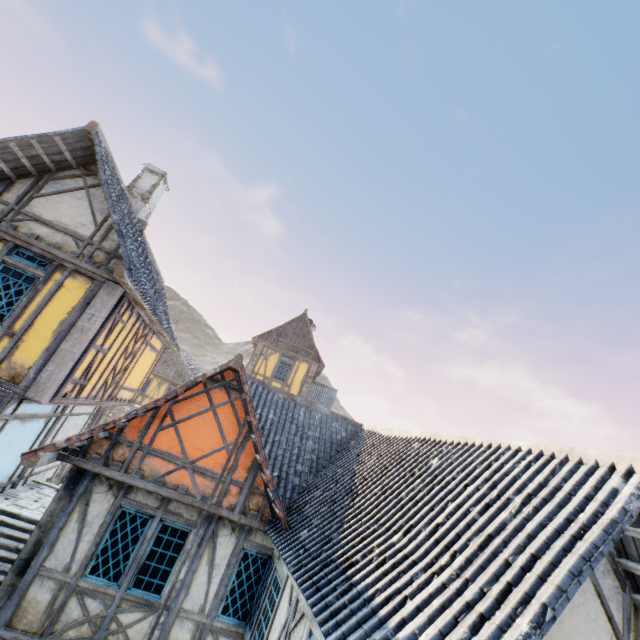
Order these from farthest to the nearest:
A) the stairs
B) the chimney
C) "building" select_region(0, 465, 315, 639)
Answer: the chimney, the stairs, "building" select_region(0, 465, 315, 639)

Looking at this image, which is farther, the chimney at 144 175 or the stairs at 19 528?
the chimney at 144 175

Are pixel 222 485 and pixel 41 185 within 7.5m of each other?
no

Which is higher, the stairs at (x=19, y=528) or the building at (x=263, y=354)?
the building at (x=263, y=354)

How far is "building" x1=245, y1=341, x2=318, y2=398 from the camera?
19.9 meters

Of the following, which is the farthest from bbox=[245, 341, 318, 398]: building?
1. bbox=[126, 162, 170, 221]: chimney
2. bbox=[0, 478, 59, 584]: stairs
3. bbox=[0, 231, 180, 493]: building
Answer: bbox=[126, 162, 170, 221]: chimney

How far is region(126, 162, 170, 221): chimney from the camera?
11.7m

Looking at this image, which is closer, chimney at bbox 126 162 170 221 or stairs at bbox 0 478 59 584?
stairs at bbox 0 478 59 584
